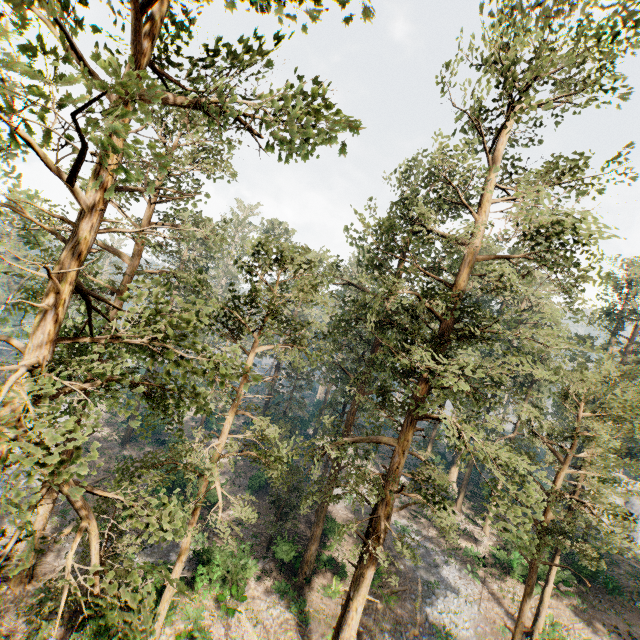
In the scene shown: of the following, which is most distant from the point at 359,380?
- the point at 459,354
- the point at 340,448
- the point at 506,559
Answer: the point at 506,559

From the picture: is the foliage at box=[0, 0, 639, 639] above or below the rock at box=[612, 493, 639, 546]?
above

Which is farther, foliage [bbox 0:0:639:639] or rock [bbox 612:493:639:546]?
rock [bbox 612:493:639:546]

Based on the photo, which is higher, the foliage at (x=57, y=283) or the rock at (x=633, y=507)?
the foliage at (x=57, y=283)

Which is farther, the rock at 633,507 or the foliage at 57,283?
the rock at 633,507
